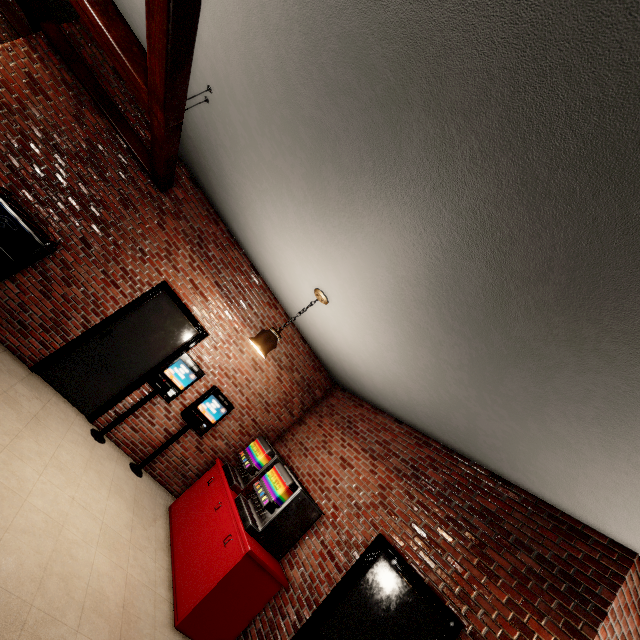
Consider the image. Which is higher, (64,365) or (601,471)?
(601,471)
